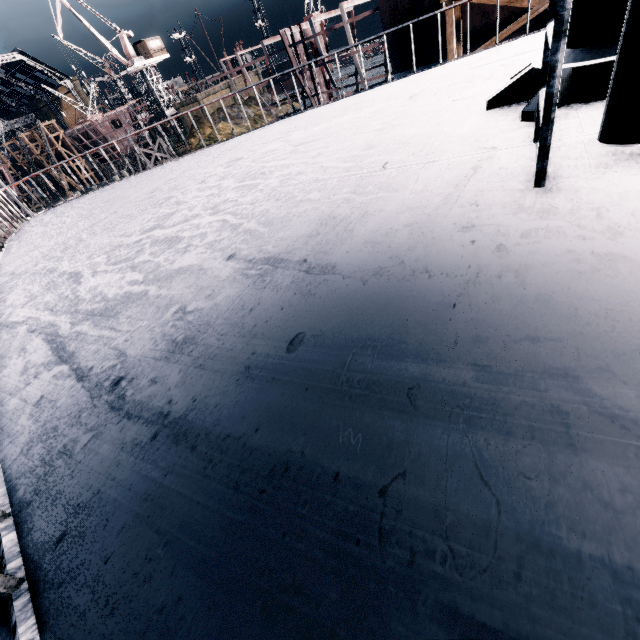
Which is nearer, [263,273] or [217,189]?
[263,273]

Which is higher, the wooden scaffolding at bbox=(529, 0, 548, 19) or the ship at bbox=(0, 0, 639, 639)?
the ship at bbox=(0, 0, 639, 639)

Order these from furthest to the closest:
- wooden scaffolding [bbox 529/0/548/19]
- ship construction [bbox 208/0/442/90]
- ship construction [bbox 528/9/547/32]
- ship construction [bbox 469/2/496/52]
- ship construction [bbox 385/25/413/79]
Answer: ship construction [bbox 385/25/413/79] < ship construction [bbox 208/0/442/90] < ship construction [bbox 469/2/496/52] < ship construction [bbox 528/9/547/32] < wooden scaffolding [bbox 529/0/548/19]

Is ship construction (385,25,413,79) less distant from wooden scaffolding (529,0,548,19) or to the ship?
wooden scaffolding (529,0,548,19)

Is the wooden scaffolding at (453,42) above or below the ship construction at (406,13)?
below

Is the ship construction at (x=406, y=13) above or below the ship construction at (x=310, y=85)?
above
